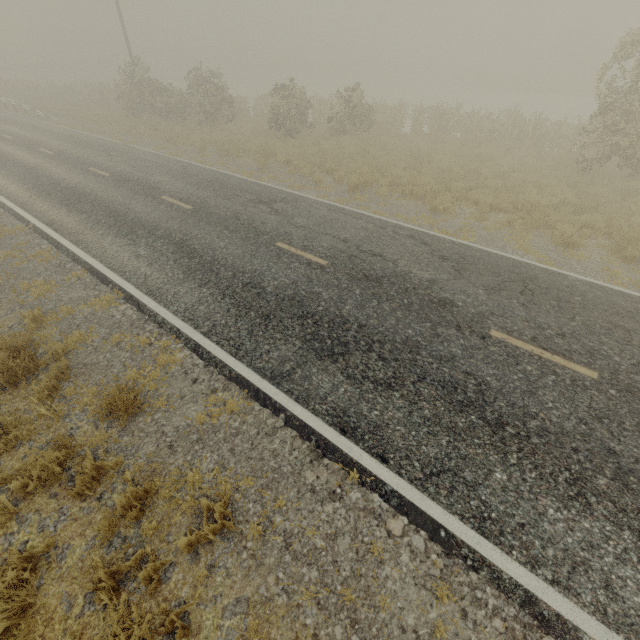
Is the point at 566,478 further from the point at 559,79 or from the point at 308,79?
the point at 308,79
